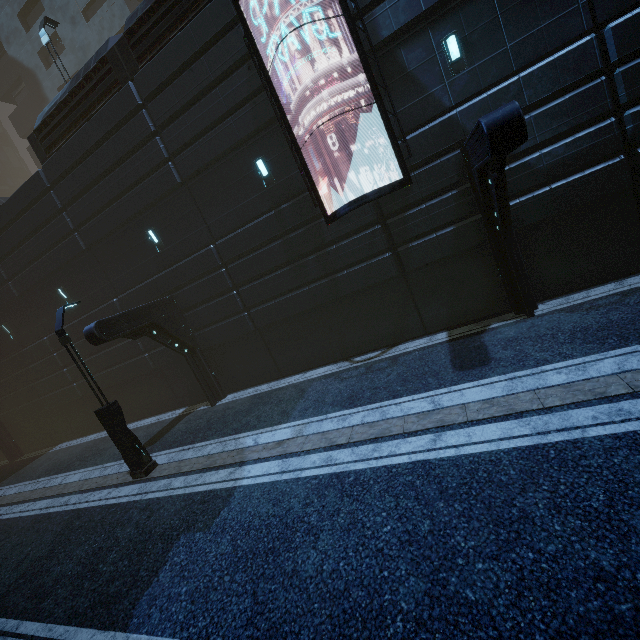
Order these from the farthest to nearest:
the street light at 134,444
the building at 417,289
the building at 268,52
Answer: the street light at 134,444 → the building at 268,52 → the building at 417,289

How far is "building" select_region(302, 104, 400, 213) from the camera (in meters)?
9.37

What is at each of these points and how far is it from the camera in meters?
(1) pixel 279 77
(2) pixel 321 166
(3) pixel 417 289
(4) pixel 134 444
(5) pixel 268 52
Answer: (1) building, 9.6 m
(2) building, 10.1 m
(3) building, 10.5 m
(4) street light, 9.8 m
(5) building, 9.4 m

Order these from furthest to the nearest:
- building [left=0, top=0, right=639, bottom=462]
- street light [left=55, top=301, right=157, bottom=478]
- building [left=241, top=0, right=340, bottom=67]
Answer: street light [left=55, top=301, right=157, bottom=478], building [left=241, top=0, right=340, bottom=67], building [left=0, top=0, right=639, bottom=462]

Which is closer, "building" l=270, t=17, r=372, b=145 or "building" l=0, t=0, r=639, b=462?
"building" l=0, t=0, r=639, b=462

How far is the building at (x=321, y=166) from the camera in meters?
9.4 m

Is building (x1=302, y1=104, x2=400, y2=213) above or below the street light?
above
